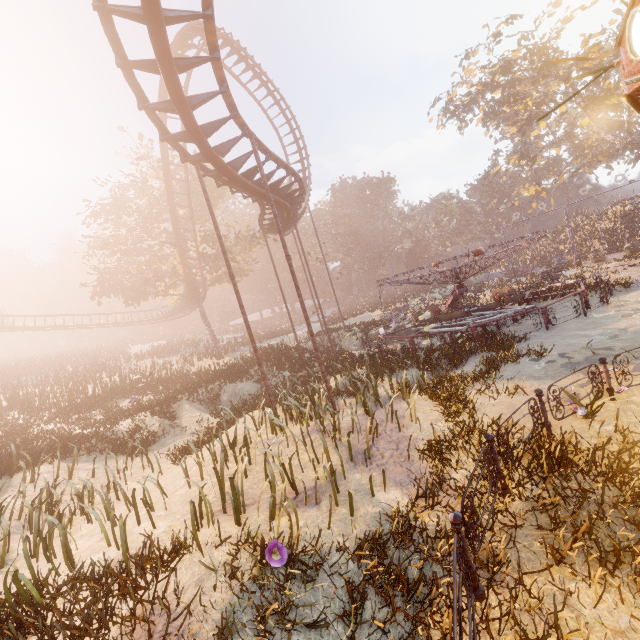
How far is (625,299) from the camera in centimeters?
1492cm

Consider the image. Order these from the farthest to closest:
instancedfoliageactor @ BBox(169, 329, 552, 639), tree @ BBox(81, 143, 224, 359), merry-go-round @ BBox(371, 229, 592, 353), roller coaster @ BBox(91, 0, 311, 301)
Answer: tree @ BBox(81, 143, 224, 359) < merry-go-round @ BBox(371, 229, 592, 353) < roller coaster @ BBox(91, 0, 311, 301) < instancedfoliageactor @ BBox(169, 329, 552, 639)

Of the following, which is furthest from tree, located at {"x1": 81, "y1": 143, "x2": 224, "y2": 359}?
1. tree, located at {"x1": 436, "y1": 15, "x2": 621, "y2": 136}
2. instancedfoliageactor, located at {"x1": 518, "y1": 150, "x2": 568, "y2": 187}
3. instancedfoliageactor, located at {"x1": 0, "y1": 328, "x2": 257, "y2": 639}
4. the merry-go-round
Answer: instancedfoliageactor, located at {"x1": 518, "y1": 150, "x2": 568, "y2": 187}

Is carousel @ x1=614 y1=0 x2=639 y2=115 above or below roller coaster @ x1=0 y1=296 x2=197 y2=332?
below

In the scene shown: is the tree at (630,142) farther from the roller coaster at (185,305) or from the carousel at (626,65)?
the carousel at (626,65)

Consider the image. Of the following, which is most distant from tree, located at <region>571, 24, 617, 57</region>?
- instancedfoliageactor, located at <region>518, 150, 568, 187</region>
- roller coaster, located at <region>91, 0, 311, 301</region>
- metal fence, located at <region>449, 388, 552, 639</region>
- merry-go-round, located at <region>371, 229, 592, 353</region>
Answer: metal fence, located at <region>449, 388, 552, 639</region>

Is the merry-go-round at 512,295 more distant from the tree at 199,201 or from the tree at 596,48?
the tree at 596,48

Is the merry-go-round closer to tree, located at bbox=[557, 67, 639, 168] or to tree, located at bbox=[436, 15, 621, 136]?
tree, located at bbox=[557, 67, 639, 168]
